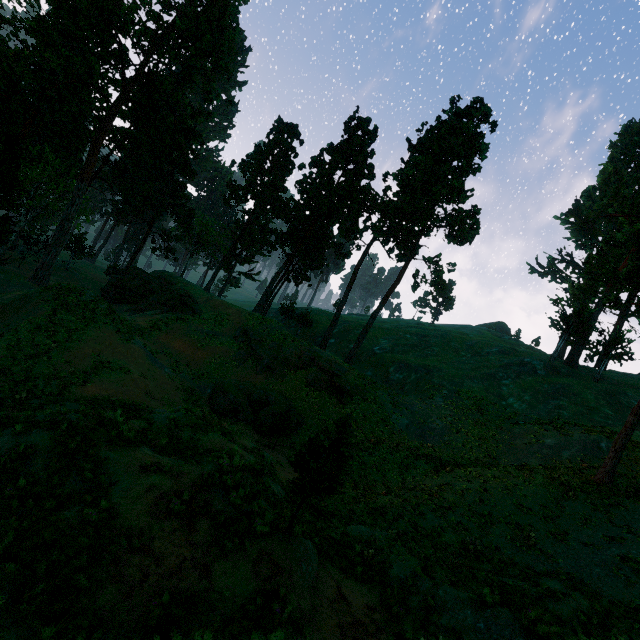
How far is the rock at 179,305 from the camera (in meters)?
38.62

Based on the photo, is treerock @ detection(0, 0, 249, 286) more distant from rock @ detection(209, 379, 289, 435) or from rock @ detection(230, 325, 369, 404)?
rock @ detection(209, 379, 289, 435)

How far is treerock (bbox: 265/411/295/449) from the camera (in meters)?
23.28

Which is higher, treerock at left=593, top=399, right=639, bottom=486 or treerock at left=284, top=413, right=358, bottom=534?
treerock at left=593, top=399, right=639, bottom=486

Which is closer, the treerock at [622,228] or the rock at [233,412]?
the treerock at [622,228]

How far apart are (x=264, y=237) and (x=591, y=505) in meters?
49.8

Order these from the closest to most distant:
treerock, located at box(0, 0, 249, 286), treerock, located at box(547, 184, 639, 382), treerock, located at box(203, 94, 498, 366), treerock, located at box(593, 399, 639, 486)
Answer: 1. treerock, located at box(593, 399, 639, 486)
2. treerock, located at box(547, 184, 639, 382)
3. treerock, located at box(0, 0, 249, 286)
4. treerock, located at box(203, 94, 498, 366)
